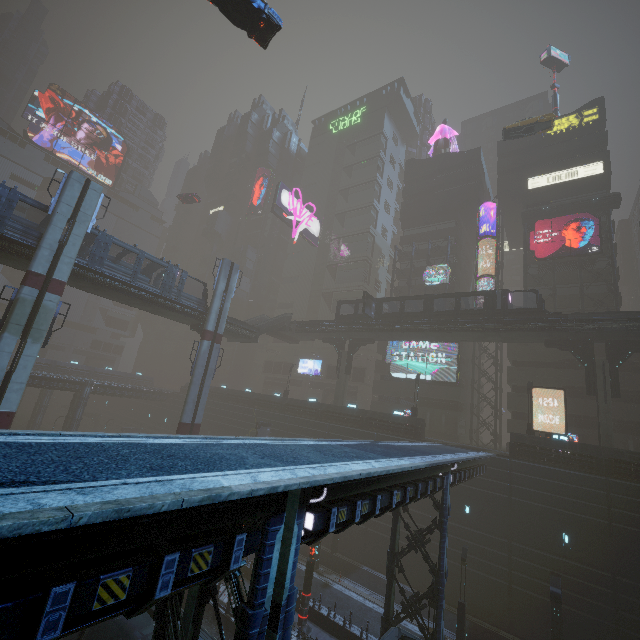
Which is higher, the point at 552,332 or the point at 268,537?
the point at 552,332

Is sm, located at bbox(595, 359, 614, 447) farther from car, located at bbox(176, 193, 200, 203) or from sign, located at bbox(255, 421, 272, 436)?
sign, located at bbox(255, 421, 272, 436)

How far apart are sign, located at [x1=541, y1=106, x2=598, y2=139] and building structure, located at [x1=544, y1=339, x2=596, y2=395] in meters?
30.5

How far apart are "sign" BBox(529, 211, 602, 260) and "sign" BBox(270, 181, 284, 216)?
38.1m

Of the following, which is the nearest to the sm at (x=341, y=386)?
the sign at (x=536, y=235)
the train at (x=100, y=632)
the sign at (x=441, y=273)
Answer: the sign at (x=441, y=273)

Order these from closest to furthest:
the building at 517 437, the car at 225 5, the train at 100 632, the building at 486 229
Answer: the train at 100 632 → the car at 225 5 → the building at 517 437 → the building at 486 229

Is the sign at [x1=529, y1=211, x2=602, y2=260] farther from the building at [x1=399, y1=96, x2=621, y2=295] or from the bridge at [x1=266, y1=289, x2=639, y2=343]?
the bridge at [x1=266, y1=289, x2=639, y2=343]

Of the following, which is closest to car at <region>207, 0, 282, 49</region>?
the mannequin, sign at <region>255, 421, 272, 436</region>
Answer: the mannequin
